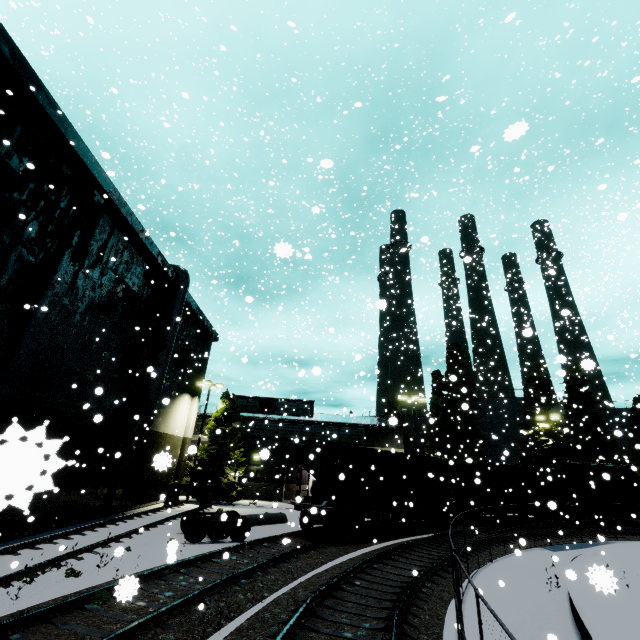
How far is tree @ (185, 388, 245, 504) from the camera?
27.0 meters

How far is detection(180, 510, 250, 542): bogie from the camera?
14.0m

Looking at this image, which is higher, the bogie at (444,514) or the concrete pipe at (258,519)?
the bogie at (444,514)

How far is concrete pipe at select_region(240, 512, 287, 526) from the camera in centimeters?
1864cm

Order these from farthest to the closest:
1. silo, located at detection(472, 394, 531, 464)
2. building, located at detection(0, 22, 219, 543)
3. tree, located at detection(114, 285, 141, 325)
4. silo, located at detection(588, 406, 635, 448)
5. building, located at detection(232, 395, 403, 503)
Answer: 1. silo, located at detection(472, 394, 531, 464)
2. building, located at detection(232, 395, 403, 503)
3. silo, located at detection(588, 406, 635, 448)
4. tree, located at detection(114, 285, 141, 325)
5. building, located at detection(0, 22, 219, 543)

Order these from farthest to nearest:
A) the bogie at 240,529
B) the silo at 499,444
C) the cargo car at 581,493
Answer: the silo at 499,444 < the cargo car at 581,493 < the bogie at 240,529

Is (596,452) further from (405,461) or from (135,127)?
(135,127)

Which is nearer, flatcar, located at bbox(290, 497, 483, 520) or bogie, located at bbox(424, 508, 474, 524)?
flatcar, located at bbox(290, 497, 483, 520)
